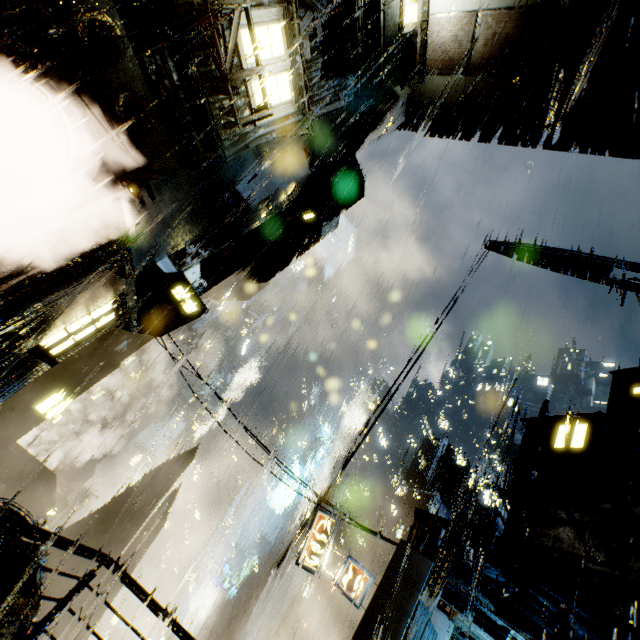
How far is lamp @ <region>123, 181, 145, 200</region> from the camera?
7.5m

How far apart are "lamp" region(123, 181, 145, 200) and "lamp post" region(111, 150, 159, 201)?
0.11m

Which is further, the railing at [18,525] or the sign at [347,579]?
the sign at [347,579]

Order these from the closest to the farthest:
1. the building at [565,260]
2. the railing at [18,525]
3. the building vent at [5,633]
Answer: the railing at [18,525]
the building vent at [5,633]
the building at [565,260]

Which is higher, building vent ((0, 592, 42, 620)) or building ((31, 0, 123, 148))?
building ((31, 0, 123, 148))

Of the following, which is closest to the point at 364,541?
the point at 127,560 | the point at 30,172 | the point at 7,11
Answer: the point at 127,560

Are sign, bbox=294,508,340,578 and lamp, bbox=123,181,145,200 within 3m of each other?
no

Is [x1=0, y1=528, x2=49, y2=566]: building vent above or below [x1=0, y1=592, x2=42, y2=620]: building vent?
above
